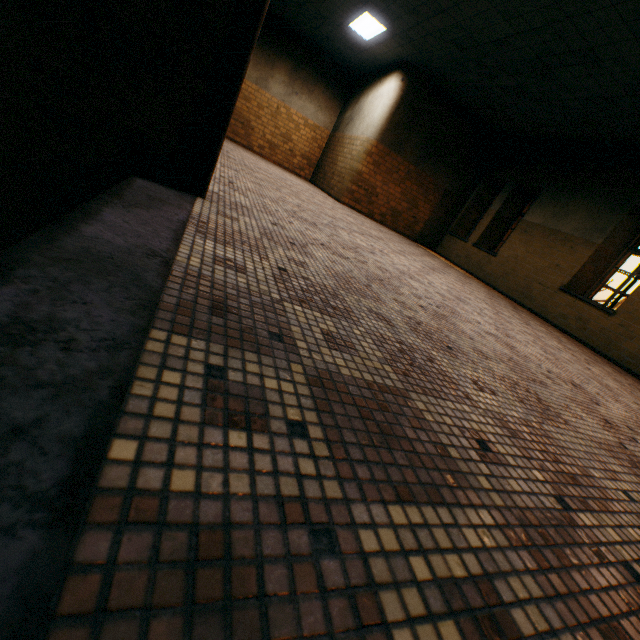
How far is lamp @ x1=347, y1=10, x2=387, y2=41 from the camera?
7.6 meters

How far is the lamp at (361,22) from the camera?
7.6m

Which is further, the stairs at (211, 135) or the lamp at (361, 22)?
the lamp at (361, 22)

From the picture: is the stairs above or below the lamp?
below

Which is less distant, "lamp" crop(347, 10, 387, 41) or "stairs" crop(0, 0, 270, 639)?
"stairs" crop(0, 0, 270, 639)

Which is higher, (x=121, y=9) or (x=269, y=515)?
(x=121, y=9)
